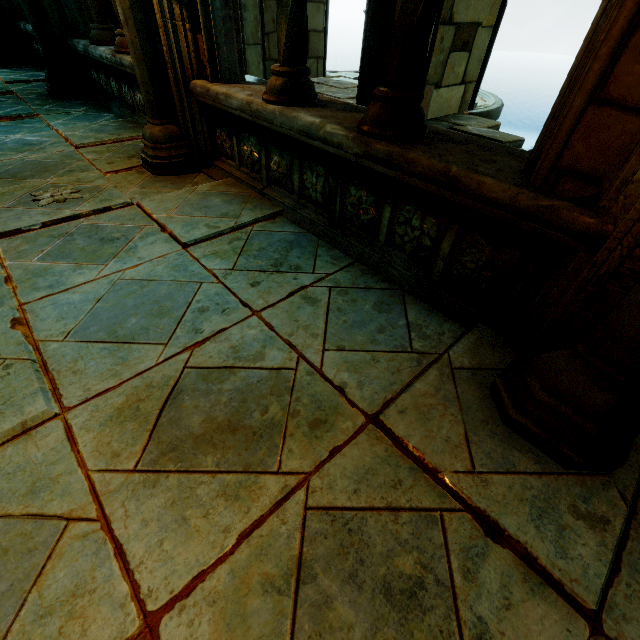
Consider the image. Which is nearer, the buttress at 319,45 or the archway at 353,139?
the archway at 353,139

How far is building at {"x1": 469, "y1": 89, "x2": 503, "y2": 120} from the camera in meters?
7.0 m

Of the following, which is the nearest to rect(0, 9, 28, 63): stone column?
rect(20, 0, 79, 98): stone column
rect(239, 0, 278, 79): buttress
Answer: rect(20, 0, 79, 98): stone column

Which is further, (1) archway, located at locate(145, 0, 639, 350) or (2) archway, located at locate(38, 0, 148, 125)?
(2) archway, located at locate(38, 0, 148, 125)

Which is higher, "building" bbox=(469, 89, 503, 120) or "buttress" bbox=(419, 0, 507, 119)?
"buttress" bbox=(419, 0, 507, 119)

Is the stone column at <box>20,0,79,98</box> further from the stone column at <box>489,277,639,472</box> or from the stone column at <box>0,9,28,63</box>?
the stone column at <box>489,277,639,472</box>

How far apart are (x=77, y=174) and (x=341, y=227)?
2.71m

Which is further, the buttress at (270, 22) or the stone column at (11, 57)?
the stone column at (11, 57)
